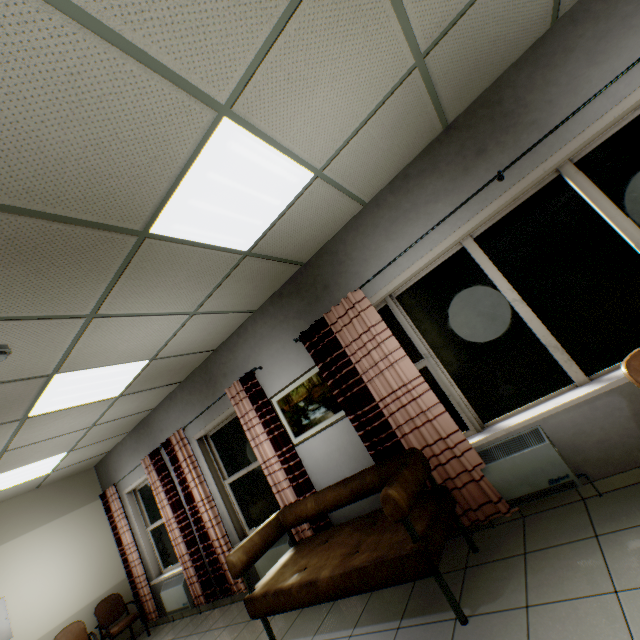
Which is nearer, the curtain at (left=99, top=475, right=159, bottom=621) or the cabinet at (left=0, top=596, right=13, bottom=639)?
the cabinet at (left=0, top=596, right=13, bottom=639)

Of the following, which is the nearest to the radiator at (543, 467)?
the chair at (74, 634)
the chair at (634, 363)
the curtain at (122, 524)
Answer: the chair at (634, 363)

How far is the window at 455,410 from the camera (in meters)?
3.17

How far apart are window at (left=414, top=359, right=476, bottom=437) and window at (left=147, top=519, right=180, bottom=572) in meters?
5.1

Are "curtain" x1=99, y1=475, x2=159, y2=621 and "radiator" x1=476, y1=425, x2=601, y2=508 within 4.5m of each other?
no

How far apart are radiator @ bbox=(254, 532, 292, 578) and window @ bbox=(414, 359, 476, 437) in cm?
241

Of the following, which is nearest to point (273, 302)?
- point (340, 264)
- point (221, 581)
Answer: point (340, 264)

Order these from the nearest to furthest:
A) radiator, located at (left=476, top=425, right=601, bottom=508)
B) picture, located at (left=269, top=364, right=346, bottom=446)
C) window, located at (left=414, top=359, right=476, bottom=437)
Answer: radiator, located at (left=476, top=425, right=601, bottom=508), window, located at (left=414, top=359, right=476, bottom=437), picture, located at (left=269, top=364, right=346, bottom=446)
